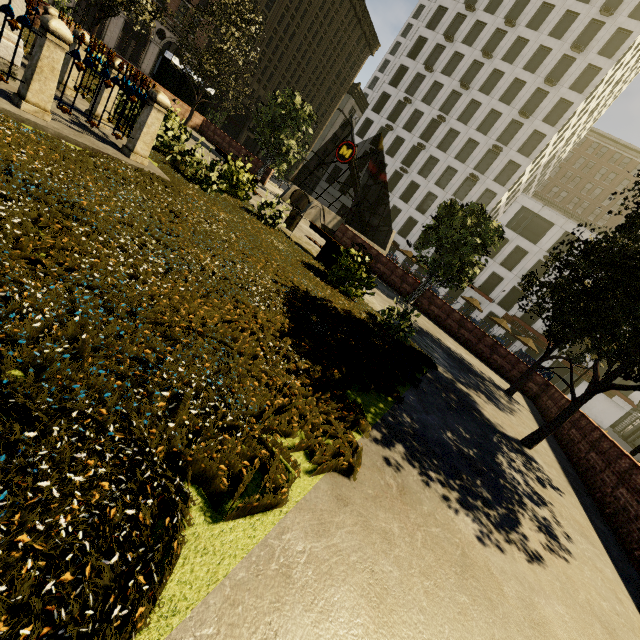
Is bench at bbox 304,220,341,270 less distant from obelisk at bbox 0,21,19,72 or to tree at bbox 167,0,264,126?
tree at bbox 167,0,264,126

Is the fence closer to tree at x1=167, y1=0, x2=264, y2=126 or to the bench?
tree at x1=167, y1=0, x2=264, y2=126

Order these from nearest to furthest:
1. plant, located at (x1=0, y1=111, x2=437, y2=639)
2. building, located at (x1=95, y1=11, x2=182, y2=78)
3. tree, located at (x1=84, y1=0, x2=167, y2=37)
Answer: plant, located at (x1=0, y1=111, x2=437, y2=639)
tree, located at (x1=84, y1=0, x2=167, y2=37)
building, located at (x1=95, y1=11, x2=182, y2=78)

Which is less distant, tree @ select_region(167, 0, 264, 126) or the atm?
tree @ select_region(167, 0, 264, 126)

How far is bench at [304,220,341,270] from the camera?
10.1m

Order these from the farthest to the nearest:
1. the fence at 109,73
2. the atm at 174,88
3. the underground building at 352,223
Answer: A:
the atm at 174,88
the underground building at 352,223
the fence at 109,73

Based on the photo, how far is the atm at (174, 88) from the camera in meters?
21.5

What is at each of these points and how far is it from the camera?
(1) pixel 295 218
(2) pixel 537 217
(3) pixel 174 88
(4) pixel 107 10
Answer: (1) dumpster, 11.13m
(2) building, 38.72m
(3) atm, 22.56m
(4) tree, 14.03m
